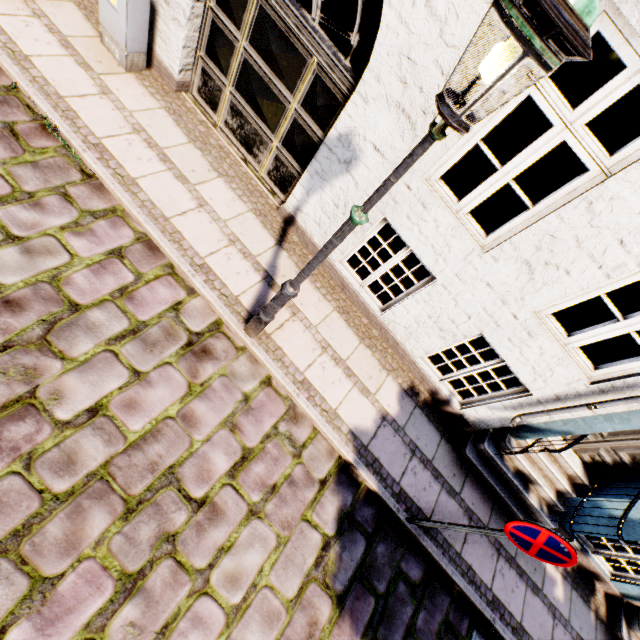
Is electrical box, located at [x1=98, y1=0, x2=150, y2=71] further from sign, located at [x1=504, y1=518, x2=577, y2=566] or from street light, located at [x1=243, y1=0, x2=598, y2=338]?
sign, located at [x1=504, y1=518, x2=577, y2=566]

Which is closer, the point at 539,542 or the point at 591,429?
the point at 539,542

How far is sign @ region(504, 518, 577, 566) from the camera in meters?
2.7 m

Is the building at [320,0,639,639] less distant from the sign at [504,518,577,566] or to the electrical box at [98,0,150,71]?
the electrical box at [98,0,150,71]

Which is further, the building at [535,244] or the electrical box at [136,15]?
the electrical box at [136,15]

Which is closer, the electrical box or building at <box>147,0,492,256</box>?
building at <box>147,0,492,256</box>

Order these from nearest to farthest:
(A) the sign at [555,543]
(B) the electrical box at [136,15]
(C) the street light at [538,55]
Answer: (C) the street light at [538,55] → (A) the sign at [555,543] → (B) the electrical box at [136,15]

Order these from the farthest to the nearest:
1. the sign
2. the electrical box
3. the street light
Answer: the electrical box < the sign < the street light
